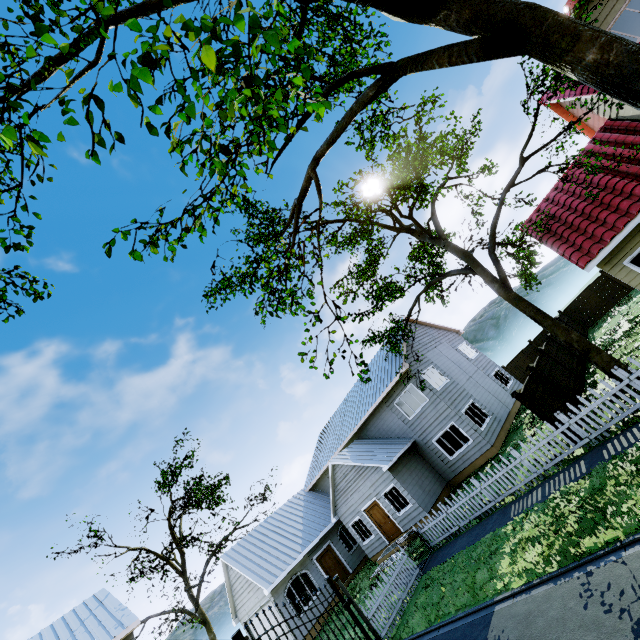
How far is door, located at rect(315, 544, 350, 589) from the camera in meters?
20.0 m

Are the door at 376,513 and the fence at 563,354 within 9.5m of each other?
no

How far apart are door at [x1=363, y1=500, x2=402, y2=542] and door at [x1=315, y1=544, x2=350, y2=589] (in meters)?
4.38

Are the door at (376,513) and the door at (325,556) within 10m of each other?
yes

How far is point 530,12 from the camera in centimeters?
624cm

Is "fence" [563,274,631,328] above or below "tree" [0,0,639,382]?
below

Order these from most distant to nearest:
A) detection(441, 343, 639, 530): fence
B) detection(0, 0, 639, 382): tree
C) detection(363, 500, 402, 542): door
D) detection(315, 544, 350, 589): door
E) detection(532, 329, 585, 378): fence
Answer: detection(315, 544, 350, 589): door, detection(363, 500, 402, 542): door, detection(532, 329, 585, 378): fence, detection(441, 343, 639, 530): fence, detection(0, 0, 639, 382): tree

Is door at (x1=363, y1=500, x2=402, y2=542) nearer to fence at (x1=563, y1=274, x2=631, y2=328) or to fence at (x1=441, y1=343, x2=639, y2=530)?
fence at (x1=441, y1=343, x2=639, y2=530)
